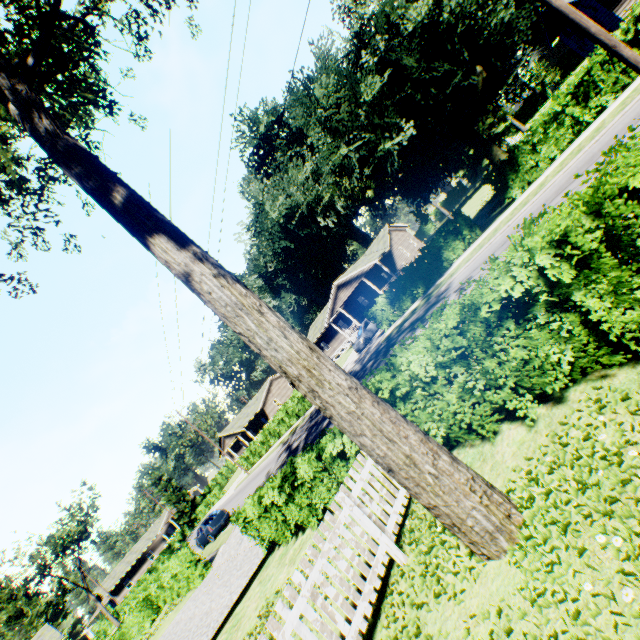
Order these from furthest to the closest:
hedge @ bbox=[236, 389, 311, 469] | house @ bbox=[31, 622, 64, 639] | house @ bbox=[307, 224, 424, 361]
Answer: house @ bbox=[307, 224, 424, 361] < hedge @ bbox=[236, 389, 311, 469] < house @ bbox=[31, 622, 64, 639]

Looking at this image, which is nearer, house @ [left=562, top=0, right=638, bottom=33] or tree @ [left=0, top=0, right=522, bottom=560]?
tree @ [left=0, top=0, right=522, bottom=560]

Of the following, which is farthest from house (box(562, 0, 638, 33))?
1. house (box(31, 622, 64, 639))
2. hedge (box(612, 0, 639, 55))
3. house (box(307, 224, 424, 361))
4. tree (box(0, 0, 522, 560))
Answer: house (box(31, 622, 64, 639))

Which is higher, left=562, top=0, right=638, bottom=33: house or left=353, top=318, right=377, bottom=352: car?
left=562, top=0, right=638, bottom=33: house

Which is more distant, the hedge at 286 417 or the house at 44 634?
A: the hedge at 286 417

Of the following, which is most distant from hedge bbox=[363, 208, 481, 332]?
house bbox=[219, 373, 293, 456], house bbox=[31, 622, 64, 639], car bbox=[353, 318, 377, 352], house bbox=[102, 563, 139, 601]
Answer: house bbox=[102, 563, 139, 601]

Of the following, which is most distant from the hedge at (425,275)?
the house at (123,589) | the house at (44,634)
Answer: the house at (123,589)

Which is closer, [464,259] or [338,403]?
[338,403]
